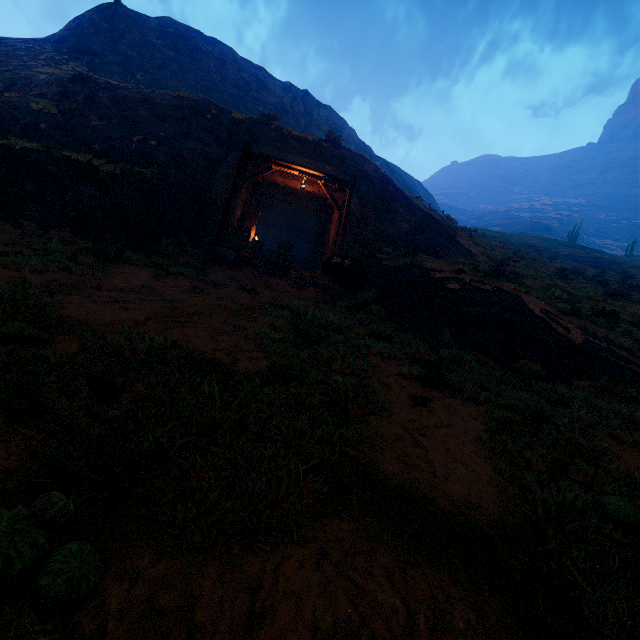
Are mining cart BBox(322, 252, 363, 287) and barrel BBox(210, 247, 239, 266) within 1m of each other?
no

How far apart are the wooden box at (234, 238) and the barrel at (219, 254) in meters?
0.0 m

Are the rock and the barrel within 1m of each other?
no

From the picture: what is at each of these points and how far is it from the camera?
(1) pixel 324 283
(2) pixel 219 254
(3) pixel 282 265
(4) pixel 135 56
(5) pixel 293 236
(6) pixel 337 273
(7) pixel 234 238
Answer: (1) rock, 13.40m
(2) barrel, 12.77m
(3) tracks, 13.41m
(4) z, 32.25m
(5) burlap sack, 32.50m
(6) mining cart, 13.54m
(7) wooden box, 13.95m

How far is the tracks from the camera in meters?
13.2 m

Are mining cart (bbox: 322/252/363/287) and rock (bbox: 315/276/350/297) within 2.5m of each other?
yes

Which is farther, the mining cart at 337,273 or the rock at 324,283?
the mining cart at 337,273

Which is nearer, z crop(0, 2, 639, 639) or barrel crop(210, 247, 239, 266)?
z crop(0, 2, 639, 639)
